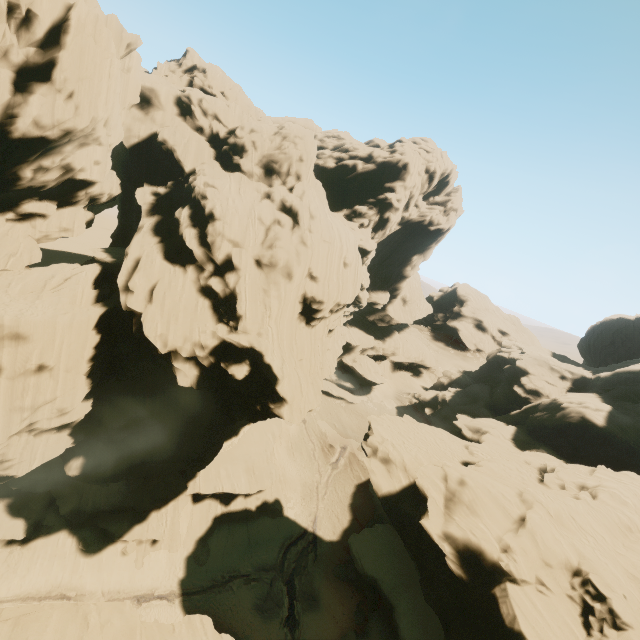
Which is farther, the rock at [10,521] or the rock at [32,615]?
the rock at [10,521]

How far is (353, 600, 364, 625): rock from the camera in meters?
30.6 m

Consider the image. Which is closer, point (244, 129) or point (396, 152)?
point (244, 129)

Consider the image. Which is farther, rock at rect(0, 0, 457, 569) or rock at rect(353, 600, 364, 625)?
rock at rect(353, 600, 364, 625)

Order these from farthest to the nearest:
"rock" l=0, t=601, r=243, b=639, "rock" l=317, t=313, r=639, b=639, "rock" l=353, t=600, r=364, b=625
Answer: "rock" l=353, t=600, r=364, b=625 < "rock" l=317, t=313, r=639, b=639 < "rock" l=0, t=601, r=243, b=639
